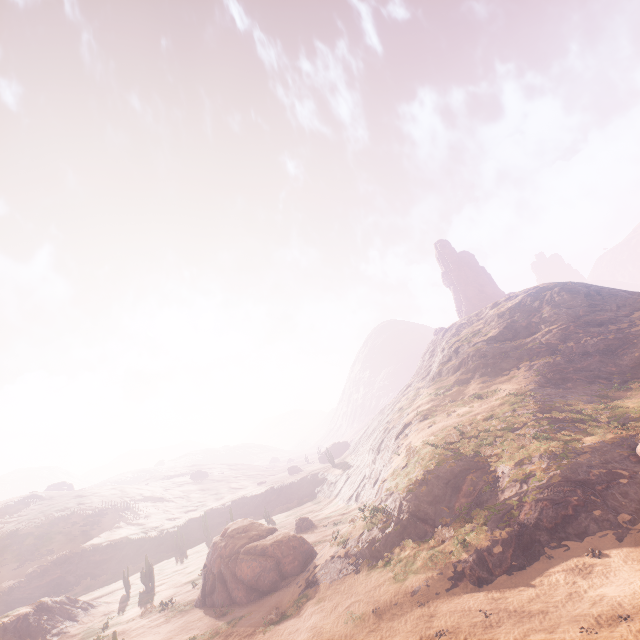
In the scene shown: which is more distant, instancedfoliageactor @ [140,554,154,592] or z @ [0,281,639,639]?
instancedfoliageactor @ [140,554,154,592]

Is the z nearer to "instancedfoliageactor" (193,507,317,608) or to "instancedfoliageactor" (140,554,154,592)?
"instancedfoliageactor" (140,554,154,592)

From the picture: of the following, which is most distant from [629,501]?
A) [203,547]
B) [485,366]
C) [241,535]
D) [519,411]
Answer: [203,547]

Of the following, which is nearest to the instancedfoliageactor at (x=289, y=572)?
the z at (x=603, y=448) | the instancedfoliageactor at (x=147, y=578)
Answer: the instancedfoliageactor at (x=147, y=578)

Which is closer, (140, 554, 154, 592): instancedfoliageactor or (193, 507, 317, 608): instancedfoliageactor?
(193, 507, 317, 608): instancedfoliageactor

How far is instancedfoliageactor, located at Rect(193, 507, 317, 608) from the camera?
25.11m

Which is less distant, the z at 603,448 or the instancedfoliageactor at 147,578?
the z at 603,448

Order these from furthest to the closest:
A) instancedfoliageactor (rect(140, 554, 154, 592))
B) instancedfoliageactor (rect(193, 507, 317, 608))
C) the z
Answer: instancedfoliageactor (rect(140, 554, 154, 592)) → instancedfoliageactor (rect(193, 507, 317, 608)) → the z
